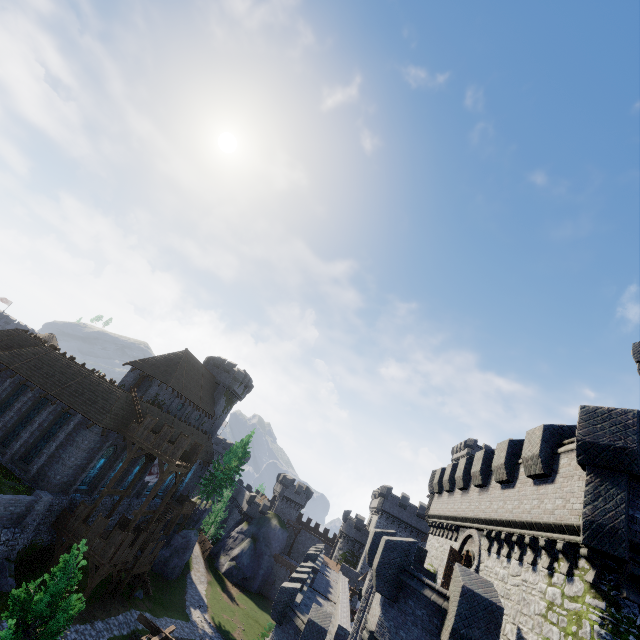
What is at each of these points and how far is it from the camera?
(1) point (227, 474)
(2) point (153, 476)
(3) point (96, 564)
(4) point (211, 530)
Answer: (1) tree, 47.8m
(2) flag, 30.0m
(3) walkway, 24.5m
(4) tree, 57.8m

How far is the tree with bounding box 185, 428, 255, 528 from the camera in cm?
4669

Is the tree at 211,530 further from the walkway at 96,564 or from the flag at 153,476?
the flag at 153,476

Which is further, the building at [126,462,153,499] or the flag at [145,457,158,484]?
the building at [126,462,153,499]

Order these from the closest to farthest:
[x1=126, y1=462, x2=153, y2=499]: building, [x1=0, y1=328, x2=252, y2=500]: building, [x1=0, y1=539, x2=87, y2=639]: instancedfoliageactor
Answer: [x1=0, y1=539, x2=87, y2=639]: instancedfoliageactor → [x1=0, y1=328, x2=252, y2=500]: building → [x1=126, y1=462, x2=153, y2=499]: building

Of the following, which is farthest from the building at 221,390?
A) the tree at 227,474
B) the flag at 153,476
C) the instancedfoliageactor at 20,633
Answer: the instancedfoliageactor at 20,633

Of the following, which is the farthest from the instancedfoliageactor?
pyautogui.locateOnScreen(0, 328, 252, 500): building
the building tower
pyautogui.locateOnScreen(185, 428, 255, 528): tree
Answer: pyautogui.locateOnScreen(185, 428, 255, 528): tree

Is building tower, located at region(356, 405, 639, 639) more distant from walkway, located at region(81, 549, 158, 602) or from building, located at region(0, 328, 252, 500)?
building, located at region(0, 328, 252, 500)
